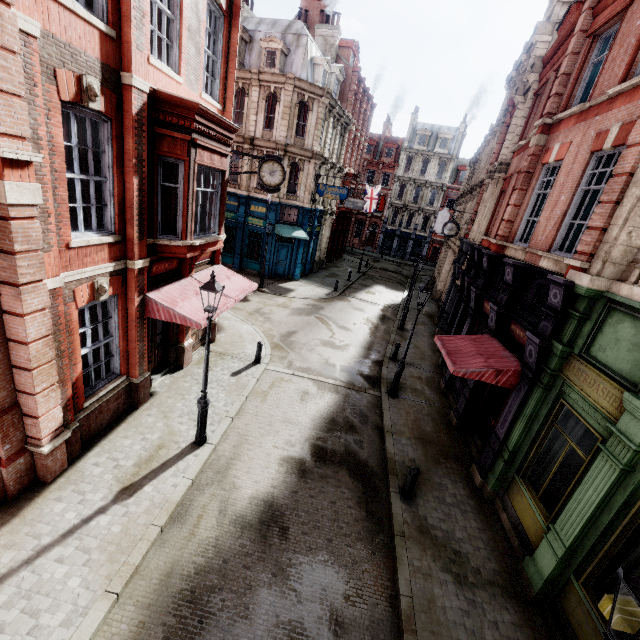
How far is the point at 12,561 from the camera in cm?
555

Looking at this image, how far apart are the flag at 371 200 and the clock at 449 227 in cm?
1932

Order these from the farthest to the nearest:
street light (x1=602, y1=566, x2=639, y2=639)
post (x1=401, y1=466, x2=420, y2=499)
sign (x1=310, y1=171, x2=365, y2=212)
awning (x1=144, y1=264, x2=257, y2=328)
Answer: sign (x1=310, y1=171, x2=365, y2=212)
awning (x1=144, y1=264, x2=257, y2=328)
post (x1=401, y1=466, x2=420, y2=499)
street light (x1=602, y1=566, x2=639, y2=639)

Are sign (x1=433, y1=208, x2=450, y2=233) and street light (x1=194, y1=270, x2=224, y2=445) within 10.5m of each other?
no

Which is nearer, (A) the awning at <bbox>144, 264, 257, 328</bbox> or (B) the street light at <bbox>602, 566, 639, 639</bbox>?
(B) the street light at <bbox>602, 566, 639, 639</bbox>

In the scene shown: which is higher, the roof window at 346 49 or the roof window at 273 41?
the roof window at 346 49

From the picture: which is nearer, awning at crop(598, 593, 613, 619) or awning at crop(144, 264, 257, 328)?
awning at crop(598, 593, 613, 619)

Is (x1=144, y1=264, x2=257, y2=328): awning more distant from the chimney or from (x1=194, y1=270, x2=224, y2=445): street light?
the chimney
